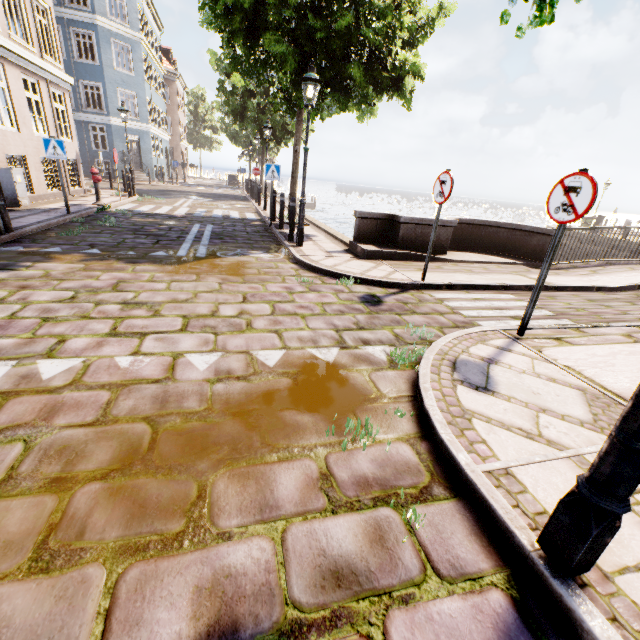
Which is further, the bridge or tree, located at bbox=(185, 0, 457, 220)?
tree, located at bbox=(185, 0, 457, 220)

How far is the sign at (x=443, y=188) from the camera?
5.4 meters

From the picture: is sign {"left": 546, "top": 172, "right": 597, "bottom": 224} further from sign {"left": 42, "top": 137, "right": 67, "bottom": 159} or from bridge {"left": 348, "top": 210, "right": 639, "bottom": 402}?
sign {"left": 42, "top": 137, "right": 67, "bottom": 159}

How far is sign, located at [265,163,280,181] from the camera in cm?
1020

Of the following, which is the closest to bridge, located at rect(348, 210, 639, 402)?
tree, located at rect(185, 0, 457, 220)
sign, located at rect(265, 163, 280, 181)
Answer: tree, located at rect(185, 0, 457, 220)

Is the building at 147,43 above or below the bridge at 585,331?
above

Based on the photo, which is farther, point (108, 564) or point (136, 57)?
point (136, 57)

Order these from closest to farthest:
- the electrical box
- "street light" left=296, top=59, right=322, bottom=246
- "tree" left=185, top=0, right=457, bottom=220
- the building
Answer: "street light" left=296, top=59, right=322, bottom=246, "tree" left=185, top=0, right=457, bottom=220, the electrical box, the building
